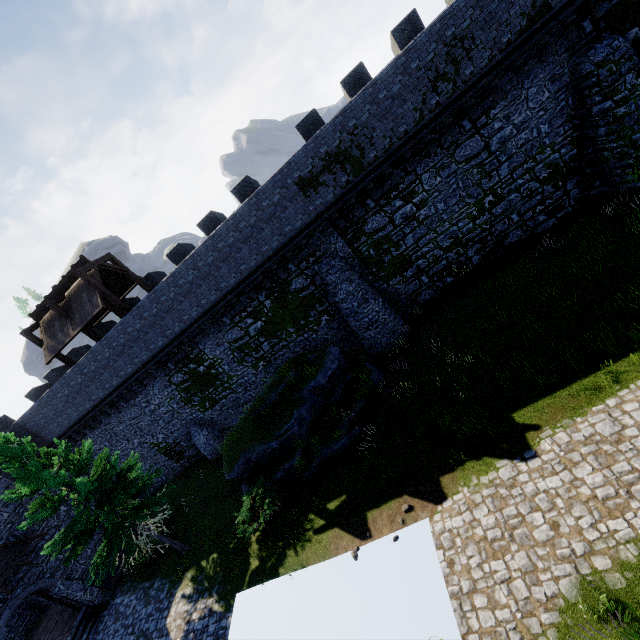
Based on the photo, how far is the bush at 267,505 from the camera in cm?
1310

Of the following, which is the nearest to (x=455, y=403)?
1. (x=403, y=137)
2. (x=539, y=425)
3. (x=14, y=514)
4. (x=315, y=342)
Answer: (x=539, y=425)

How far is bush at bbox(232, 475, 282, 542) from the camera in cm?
1310

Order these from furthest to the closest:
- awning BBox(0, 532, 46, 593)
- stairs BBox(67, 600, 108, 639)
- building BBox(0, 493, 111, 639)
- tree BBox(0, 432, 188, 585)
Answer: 1. stairs BBox(67, 600, 108, 639)
2. building BBox(0, 493, 111, 639)
3. awning BBox(0, 532, 46, 593)
4. tree BBox(0, 432, 188, 585)

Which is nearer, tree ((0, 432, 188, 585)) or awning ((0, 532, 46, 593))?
tree ((0, 432, 188, 585))

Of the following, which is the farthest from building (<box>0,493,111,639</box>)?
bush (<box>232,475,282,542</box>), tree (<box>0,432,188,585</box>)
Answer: bush (<box>232,475,282,542</box>)

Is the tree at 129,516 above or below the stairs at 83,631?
above

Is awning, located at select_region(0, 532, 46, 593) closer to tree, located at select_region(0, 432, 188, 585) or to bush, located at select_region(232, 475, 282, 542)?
tree, located at select_region(0, 432, 188, 585)
